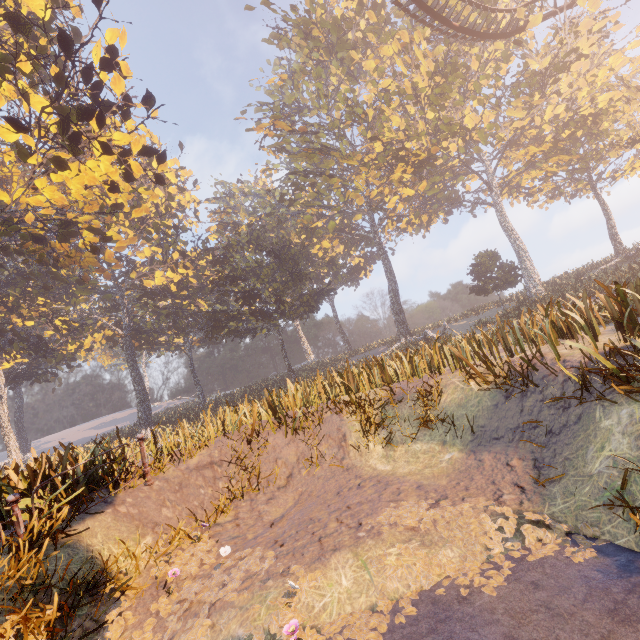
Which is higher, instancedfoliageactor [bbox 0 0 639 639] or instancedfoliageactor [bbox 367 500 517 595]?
instancedfoliageactor [bbox 0 0 639 639]

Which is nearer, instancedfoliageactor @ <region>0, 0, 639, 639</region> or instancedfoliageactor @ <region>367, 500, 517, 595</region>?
instancedfoliageactor @ <region>367, 500, 517, 595</region>

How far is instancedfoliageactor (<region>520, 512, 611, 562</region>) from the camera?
3.4 meters

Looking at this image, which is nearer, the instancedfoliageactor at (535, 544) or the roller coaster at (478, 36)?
the instancedfoliageactor at (535, 544)

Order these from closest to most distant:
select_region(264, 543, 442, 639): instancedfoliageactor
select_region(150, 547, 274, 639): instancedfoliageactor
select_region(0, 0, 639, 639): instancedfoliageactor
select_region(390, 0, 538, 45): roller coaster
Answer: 1. select_region(264, 543, 442, 639): instancedfoliageactor
2. select_region(150, 547, 274, 639): instancedfoliageactor
3. select_region(0, 0, 639, 639): instancedfoliageactor
4. select_region(390, 0, 538, 45): roller coaster

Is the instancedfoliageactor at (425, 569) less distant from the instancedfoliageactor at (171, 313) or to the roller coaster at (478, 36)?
the instancedfoliageactor at (171, 313)

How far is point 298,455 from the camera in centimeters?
800cm
